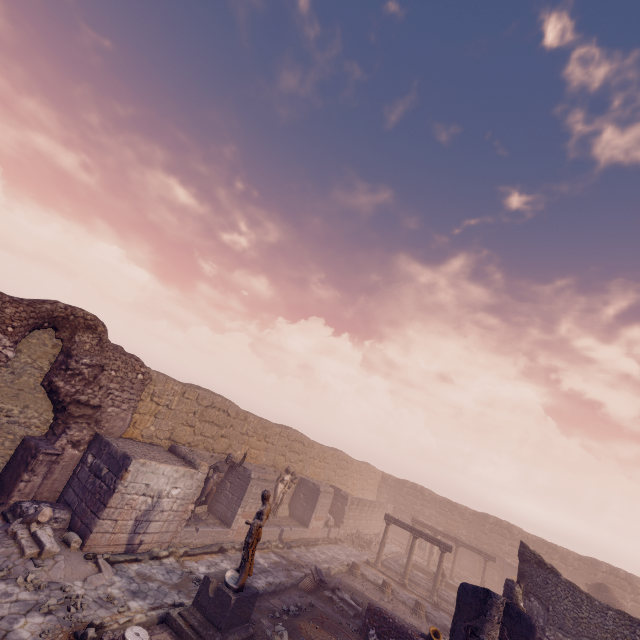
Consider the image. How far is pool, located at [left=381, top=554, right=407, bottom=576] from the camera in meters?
19.2

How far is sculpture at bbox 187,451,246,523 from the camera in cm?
1286

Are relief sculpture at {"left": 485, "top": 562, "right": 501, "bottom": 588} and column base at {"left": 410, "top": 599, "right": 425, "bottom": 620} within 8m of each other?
no

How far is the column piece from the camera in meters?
12.0 m

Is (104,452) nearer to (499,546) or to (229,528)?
(229,528)

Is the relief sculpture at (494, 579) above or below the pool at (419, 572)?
above

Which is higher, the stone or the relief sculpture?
the relief sculpture

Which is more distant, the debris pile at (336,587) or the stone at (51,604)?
the debris pile at (336,587)
